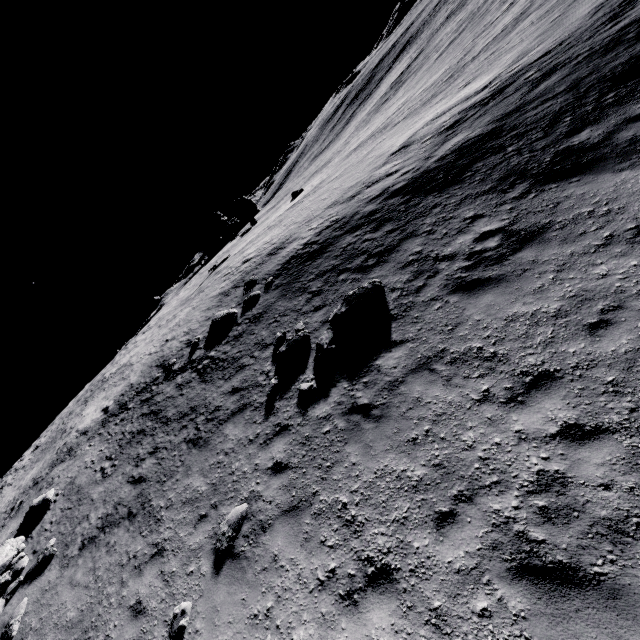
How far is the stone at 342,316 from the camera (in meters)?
9.77

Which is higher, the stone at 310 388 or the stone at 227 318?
the stone at 227 318

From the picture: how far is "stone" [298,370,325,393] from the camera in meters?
8.8

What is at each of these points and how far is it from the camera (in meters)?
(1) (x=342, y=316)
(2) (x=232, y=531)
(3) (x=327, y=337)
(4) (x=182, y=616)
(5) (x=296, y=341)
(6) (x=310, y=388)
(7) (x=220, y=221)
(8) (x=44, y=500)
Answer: (1) stone, 9.91
(2) stone, 7.08
(3) stone, 9.77
(4) stone, 6.32
(5) stone, 10.64
(6) stone, 8.88
(7) stone, 42.84
(8) stone, 12.70

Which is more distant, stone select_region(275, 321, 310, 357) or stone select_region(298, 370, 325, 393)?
stone select_region(275, 321, 310, 357)

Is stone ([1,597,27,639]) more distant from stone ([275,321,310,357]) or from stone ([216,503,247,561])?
stone ([275,321,310,357])

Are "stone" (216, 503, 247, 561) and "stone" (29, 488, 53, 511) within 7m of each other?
no

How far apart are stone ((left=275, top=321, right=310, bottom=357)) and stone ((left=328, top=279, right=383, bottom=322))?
0.8 meters
